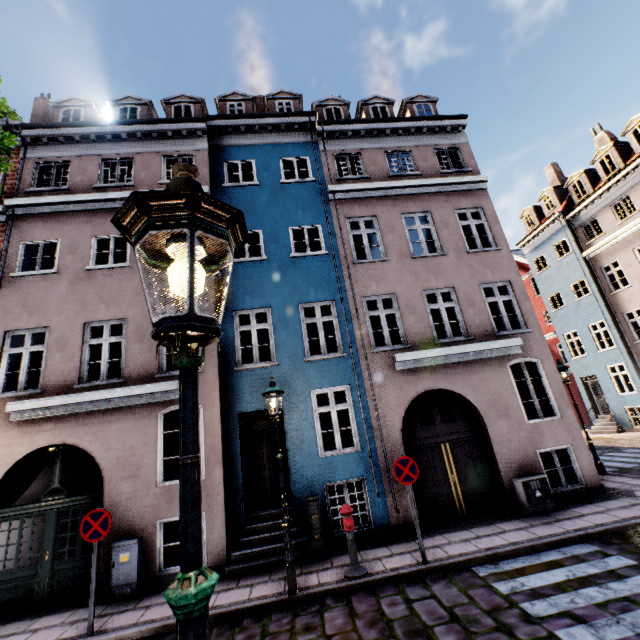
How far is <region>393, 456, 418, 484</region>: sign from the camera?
6.67m

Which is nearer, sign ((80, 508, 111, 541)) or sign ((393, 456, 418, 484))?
sign ((80, 508, 111, 541))

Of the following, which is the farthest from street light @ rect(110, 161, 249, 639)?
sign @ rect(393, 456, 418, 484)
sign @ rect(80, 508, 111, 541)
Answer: sign @ rect(80, 508, 111, 541)

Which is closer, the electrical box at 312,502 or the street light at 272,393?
the street light at 272,393

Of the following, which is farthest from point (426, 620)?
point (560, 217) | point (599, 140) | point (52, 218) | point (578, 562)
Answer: point (599, 140)

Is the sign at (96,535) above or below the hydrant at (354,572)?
above

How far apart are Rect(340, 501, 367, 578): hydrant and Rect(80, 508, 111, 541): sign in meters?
4.4

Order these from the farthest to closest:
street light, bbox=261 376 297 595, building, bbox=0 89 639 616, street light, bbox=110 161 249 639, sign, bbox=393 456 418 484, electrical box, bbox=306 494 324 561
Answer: building, bbox=0 89 639 616
electrical box, bbox=306 494 324 561
sign, bbox=393 456 418 484
street light, bbox=261 376 297 595
street light, bbox=110 161 249 639
